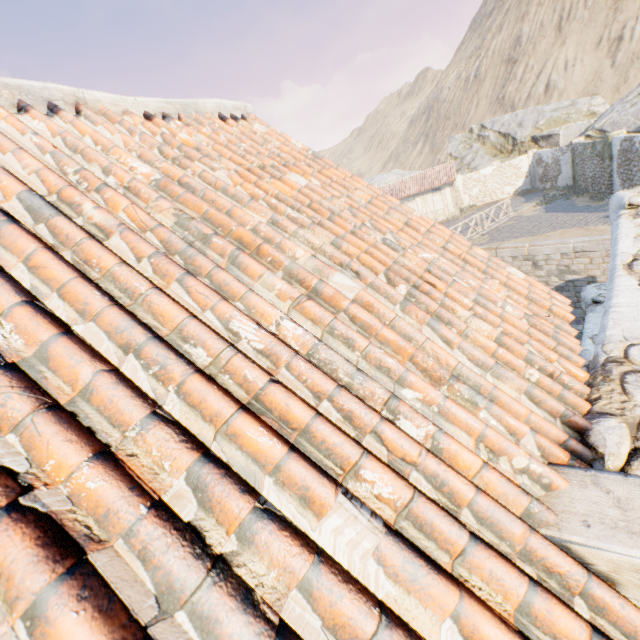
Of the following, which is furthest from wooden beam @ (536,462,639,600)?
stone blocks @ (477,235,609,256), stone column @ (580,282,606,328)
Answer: stone column @ (580,282,606,328)

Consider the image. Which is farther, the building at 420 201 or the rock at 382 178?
the rock at 382 178

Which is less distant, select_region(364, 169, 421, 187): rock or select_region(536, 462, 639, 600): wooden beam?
select_region(536, 462, 639, 600): wooden beam

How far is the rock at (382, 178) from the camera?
43.12m

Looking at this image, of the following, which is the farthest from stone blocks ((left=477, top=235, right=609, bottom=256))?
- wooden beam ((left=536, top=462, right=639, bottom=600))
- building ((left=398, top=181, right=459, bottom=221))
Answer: wooden beam ((left=536, top=462, right=639, bottom=600))

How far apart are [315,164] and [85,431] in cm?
328

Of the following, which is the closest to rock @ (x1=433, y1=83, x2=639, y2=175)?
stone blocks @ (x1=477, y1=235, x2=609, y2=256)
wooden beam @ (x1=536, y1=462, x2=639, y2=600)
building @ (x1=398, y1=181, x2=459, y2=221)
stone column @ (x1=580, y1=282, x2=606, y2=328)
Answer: stone blocks @ (x1=477, y1=235, x2=609, y2=256)
